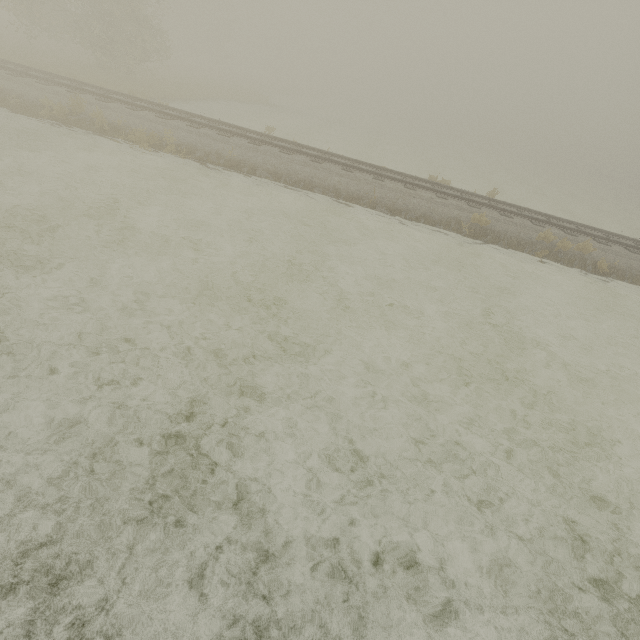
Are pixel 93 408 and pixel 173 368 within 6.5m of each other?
yes
